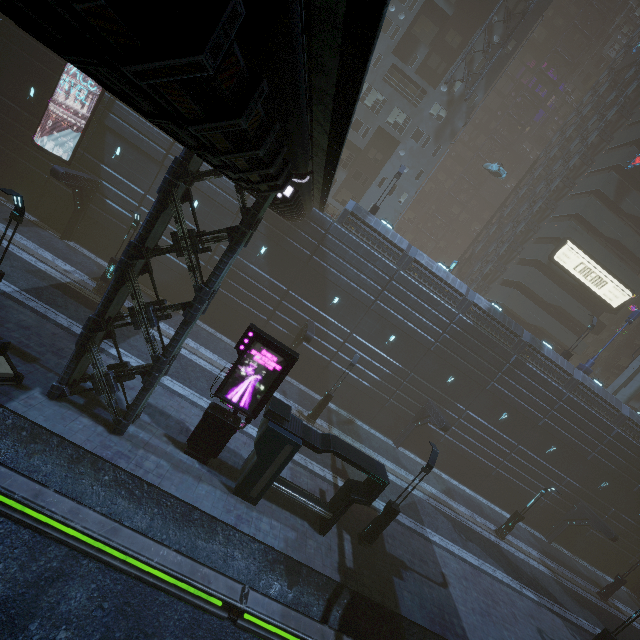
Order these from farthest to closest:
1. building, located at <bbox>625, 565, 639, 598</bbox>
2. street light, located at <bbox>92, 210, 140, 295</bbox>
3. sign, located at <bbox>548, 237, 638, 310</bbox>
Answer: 1. sign, located at <bbox>548, 237, 638, 310</bbox>
2. building, located at <bbox>625, 565, 639, 598</bbox>
3. street light, located at <bbox>92, 210, 140, 295</bbox>

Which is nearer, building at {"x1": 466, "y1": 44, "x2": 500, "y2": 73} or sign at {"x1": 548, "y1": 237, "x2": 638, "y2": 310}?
building at {"x1": 466, "y1": 44, "x2": 500, "y2": 73}

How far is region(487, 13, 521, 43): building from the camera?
32.5m

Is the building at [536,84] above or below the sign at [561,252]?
above

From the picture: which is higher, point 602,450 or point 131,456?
point 602,450

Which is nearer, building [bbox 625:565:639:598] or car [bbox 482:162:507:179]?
building [bbox 625:565:639:598]

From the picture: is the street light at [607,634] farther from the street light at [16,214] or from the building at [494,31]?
the street light at [16,214]

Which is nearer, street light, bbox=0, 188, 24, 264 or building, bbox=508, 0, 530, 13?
street light, bbox=0, 188, 24, 264
